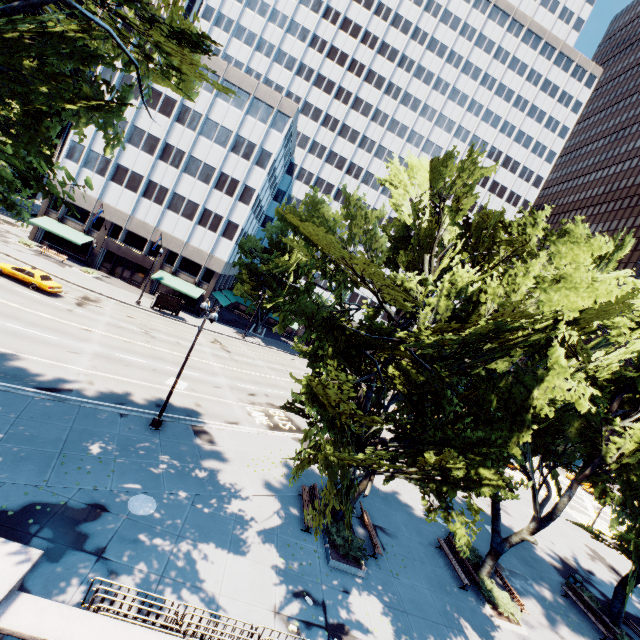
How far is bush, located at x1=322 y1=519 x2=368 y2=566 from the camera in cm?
1470

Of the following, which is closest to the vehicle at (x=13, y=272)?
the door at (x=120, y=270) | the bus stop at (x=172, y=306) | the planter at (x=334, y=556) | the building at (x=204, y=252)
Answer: the bus stop at (x=172, y=306)

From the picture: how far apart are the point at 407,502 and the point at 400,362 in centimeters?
1367cm

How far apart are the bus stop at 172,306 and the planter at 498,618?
37.7m

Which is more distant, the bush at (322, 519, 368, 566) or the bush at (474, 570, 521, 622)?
the bush at (474, 570, 521, 622)

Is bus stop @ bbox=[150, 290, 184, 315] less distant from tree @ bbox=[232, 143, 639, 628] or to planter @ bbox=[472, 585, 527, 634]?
tree @ bbox=[232, 143, 639, 628]

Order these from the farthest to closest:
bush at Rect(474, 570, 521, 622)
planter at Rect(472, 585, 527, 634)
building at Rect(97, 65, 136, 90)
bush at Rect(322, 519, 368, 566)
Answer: building at Rect(97, 65, 136, 90) → bush at Rect(474, 570, 521, 622) → planter at Rect(472, 585, 527, 634) → bush at Rect(322, 519, 368, 566)

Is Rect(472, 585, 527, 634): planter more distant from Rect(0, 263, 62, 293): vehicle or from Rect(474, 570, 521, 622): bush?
Rect(0, 263, 62, 293): vehicle
